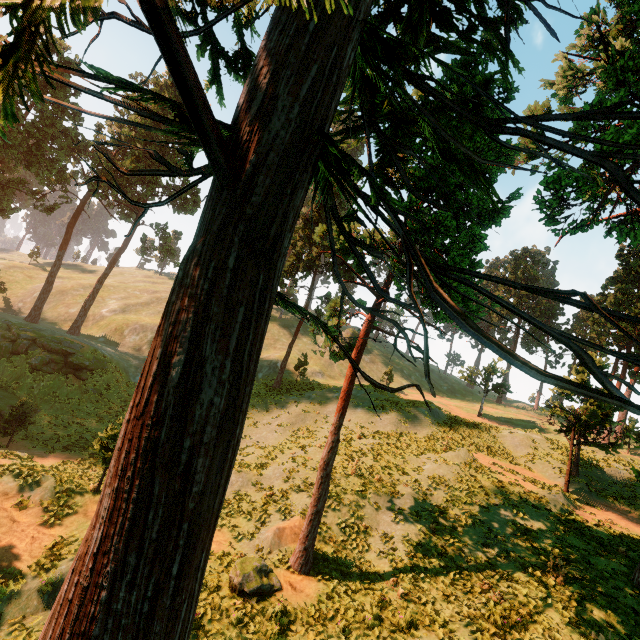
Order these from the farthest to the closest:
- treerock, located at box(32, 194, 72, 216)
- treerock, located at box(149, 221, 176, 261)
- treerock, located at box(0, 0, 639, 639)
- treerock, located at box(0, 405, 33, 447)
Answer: treerock, located at box(149, 221, 176, 261), treerock, located at box(32, 194, 72, 216), treerock, located at box(0, 405, 33, 447), treerock, located at box(0, 0, 639, 639)

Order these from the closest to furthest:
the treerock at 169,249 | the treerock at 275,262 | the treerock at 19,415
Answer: the treerock at 275,262
the treerock at 19,415
the treerock at 169,249

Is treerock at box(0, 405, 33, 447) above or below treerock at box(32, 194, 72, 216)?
below

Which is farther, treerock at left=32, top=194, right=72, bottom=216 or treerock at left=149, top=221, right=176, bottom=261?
treerock at left=149, top=221, right=176, bottom=261

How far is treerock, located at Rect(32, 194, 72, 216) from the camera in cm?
3767

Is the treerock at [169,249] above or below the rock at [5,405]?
above

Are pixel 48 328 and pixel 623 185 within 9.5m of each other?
no
